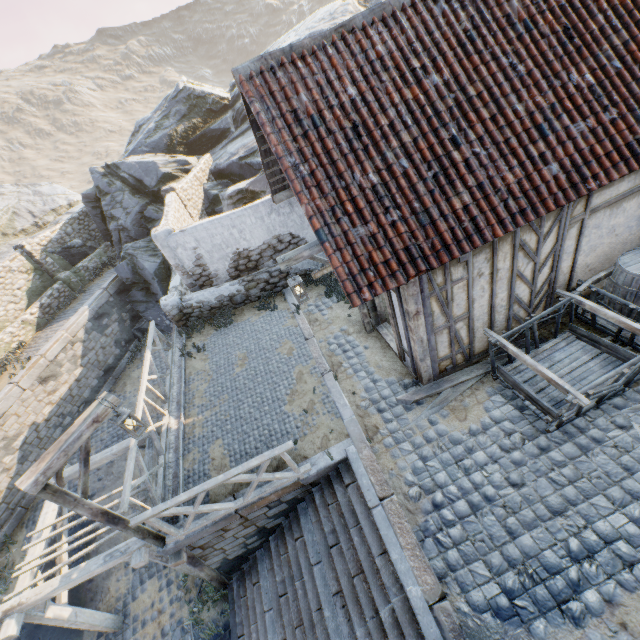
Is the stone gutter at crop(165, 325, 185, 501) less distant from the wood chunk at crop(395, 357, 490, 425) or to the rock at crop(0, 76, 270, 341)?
the rock at crop(0, 76, 270, 341)

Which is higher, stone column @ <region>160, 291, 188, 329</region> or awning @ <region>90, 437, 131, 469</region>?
stone column @ <region>160, 291, 188, 329</region>

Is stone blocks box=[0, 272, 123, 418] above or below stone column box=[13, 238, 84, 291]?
below

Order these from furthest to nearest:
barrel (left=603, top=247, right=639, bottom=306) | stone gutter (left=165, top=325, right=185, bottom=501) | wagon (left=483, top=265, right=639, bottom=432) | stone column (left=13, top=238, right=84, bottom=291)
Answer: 1. stone column (left=13, top=238, right=84, bottom=291)
2. stone gutter (left=165, top=325, right=185, bottom=501)
3. barrel (left=603, top=247, right=639, bottom=306)
4. wagon (left=483, top=265, right=639, bottom=432)

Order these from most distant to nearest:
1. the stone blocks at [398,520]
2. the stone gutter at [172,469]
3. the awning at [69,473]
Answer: the awning at [69,473]
the stone gutter at [172,469]
the stone blocks at [398,520]

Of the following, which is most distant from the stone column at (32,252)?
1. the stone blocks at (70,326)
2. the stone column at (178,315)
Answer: the stone column at (178,315)

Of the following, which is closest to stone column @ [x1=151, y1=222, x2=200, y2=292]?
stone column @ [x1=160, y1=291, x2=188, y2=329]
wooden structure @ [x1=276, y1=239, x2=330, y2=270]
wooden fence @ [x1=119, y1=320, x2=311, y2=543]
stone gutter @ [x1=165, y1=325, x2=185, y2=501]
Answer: stone column @ [x1=160, y1=291, x2=188, y2=329]

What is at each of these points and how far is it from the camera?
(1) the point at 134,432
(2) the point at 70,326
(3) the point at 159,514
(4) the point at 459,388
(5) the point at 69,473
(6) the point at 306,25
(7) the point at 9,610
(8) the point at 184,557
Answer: (1) street light, 5.55m
(2) stone blocks, 14.82m
(3) wooden fence, 5.43m
(4) wood chunk, 6.48m
(5) awning, 8.52m
(6) rock, 20.75m
(7) awning, 6.38m
(8) wooden structure, 6.25m
